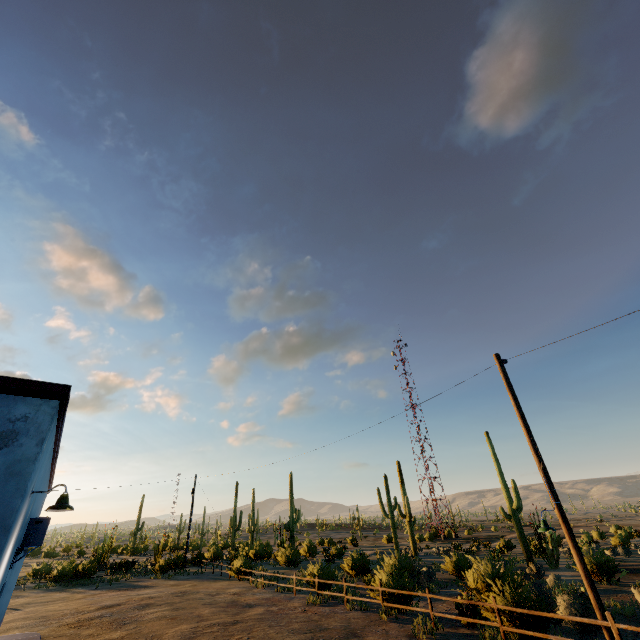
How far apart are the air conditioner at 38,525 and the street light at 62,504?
2.0 meters

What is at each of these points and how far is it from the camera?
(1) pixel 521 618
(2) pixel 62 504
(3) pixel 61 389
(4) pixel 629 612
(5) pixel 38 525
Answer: (1) plant, 8.6m
(2) street light, 5.9m
(3) roof trim, 5.4m
(4) plant, 11.3m
(5) air conditioner, 7.2m

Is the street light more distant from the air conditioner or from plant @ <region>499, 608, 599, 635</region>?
plant @ <region>499, 608, 599, 635</region>

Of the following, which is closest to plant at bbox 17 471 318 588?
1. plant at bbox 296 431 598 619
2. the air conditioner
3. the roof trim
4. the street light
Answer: the roof trim

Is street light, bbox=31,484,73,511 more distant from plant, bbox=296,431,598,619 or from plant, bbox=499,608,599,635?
plant, bbox=296,431,598,619

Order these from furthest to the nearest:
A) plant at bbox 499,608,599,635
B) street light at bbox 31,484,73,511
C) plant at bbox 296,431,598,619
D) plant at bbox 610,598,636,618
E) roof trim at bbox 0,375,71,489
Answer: plant at bbox 610,598,636,618
plant at bbox 296,431,598,619
plant at bbox 499,608,599,635
street light at bbox 31,484,73,511
roof trim at bbox 0,375,71,489

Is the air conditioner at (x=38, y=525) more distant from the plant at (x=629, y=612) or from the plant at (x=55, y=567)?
the plant at (x=55, y=567)

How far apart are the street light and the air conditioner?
2.0m
